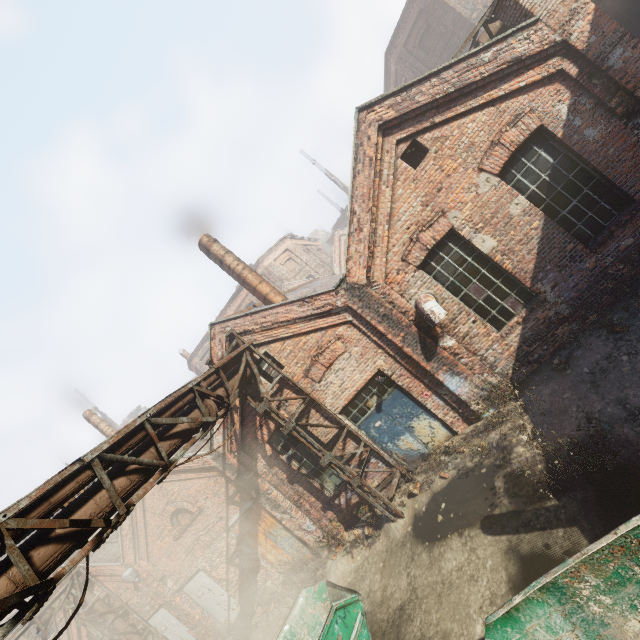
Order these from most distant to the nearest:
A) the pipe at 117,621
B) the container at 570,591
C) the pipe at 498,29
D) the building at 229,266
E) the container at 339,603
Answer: the pipe at 117,621, the building at 229,266, the pipe at 498,29, the container at 339,603, the container at 570,591

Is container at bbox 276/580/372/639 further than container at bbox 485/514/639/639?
Yes

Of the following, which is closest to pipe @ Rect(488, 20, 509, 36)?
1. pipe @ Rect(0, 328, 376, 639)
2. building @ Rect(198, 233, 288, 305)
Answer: building @ Rect(198, 233, 288, 305)

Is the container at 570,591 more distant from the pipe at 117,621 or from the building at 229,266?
the building at 229,266

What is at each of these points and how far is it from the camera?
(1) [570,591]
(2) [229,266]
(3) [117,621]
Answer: (1) container, 3.5m
(2) building, 11.6m
(3) pipe, 12.8m

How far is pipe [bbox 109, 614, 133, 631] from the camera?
12.7 meters

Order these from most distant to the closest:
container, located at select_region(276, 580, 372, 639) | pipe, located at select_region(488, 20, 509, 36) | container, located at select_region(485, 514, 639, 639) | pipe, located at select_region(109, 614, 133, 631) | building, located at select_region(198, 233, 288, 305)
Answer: pipe, located at select_region(109, 614, 133, 631) → building, located at select_region(198, 233, 288, 305) → pipe, located at select_region(488, 20, 509, 36) → container, located at select_region(276, 580, 372, 639) → container, located at select_region(485, 514, 639, 639)

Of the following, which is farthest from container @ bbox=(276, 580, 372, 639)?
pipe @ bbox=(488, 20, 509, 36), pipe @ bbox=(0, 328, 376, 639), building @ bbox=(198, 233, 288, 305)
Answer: pipe @ bbox=(488, 20, 509, 36)
